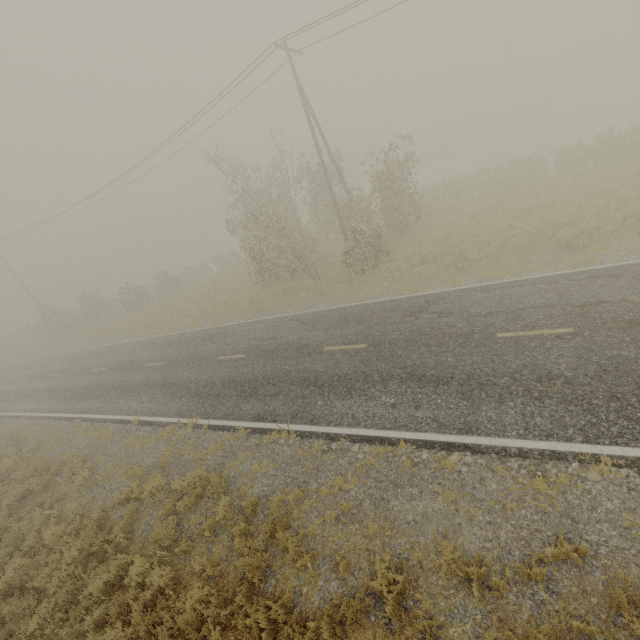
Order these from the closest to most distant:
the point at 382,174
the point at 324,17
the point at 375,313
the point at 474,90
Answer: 1. the point at 375,313
2. the point at 324,17
3. the point at 382,174
4. the point at 474,90
